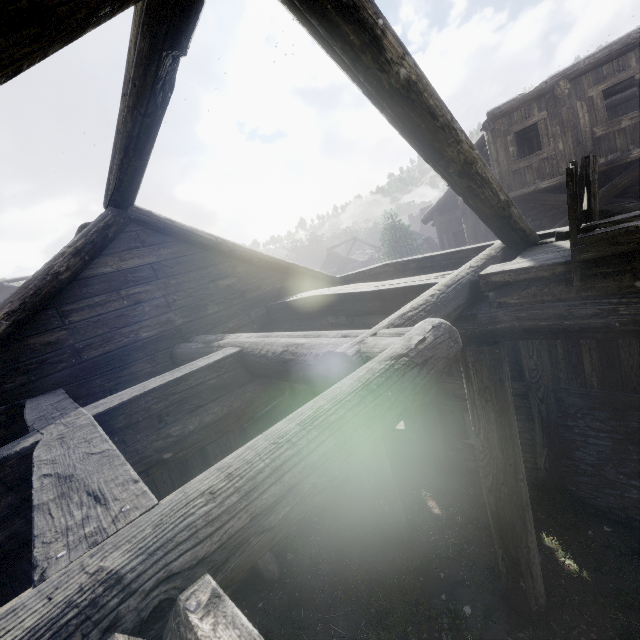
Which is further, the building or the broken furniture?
the broken furniture

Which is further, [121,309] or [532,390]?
[532,390]

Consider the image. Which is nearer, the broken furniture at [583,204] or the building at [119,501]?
the building at [119,501]
